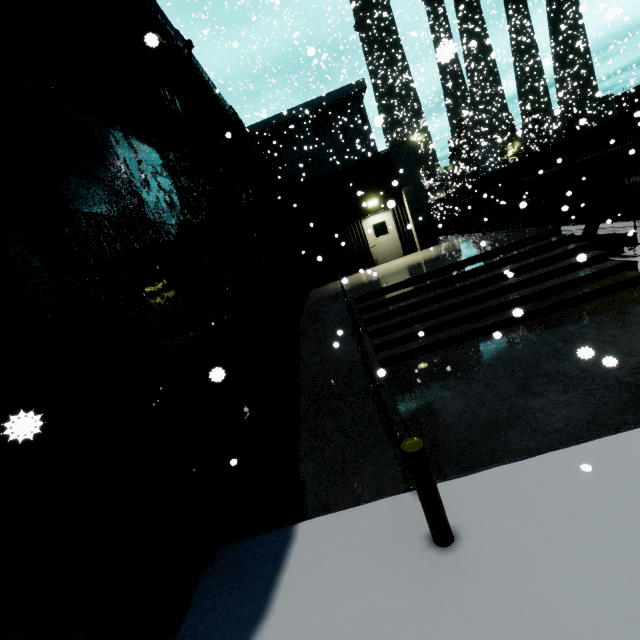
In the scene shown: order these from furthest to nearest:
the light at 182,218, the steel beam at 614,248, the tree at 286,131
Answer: the tree at 286,131, the steel beam at 614,248, the light at 182,218

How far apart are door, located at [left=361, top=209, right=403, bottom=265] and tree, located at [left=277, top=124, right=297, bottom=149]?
17.9m

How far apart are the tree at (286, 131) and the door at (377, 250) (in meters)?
17.92

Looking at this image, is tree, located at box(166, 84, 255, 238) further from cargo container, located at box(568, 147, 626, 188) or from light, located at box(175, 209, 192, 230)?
light, located at box(175, 209, 192, 230)

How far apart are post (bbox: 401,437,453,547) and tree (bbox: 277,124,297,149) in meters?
31.3 m

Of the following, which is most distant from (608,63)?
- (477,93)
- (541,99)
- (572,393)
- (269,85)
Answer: (269,85)

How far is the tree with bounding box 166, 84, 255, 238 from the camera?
11.0m

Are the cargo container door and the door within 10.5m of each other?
yes
